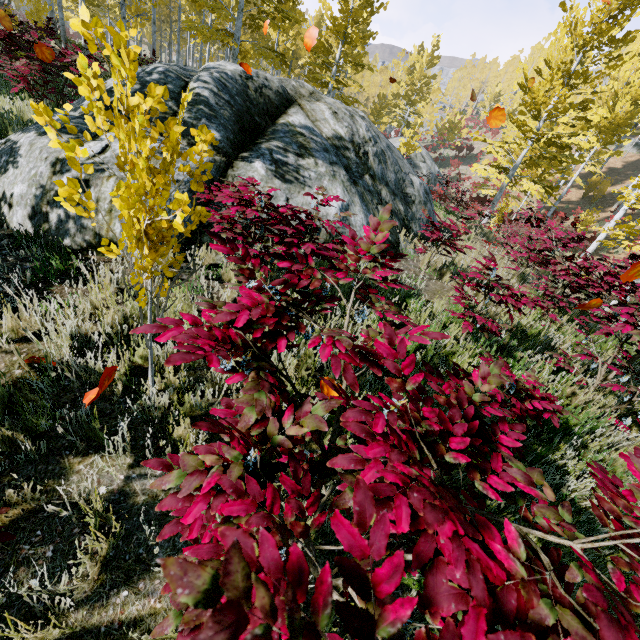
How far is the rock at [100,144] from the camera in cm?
388

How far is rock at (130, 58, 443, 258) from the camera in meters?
5.2

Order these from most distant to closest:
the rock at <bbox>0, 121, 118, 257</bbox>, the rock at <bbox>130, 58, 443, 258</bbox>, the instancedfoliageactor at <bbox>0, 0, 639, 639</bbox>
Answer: the rock at <bbox>130, 58, 443, 258</bbox> → the rock at <bbox>0, 121, 118, 257</bbox> → the instancedfoliageactor at <bbox>0, 0, 639, 639</bbox>

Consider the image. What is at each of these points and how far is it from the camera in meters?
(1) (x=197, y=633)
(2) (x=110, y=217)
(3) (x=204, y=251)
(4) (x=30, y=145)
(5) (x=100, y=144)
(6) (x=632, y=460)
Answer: (1) instancedfoliageactor, 0.4
(2) rock, 3.8
(3) rock, 4.1
(4) rock, 4.1
(5) rock, 4.1
(6) instancedfoliageactor, 1.1

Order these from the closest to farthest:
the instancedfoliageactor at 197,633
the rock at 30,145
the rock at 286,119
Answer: the instancedfoliageactor at 197,633 → the rock at 30,145 → the rock at 286,119

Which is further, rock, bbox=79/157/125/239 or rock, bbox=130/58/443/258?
rock, bbox=130/58/443/258
